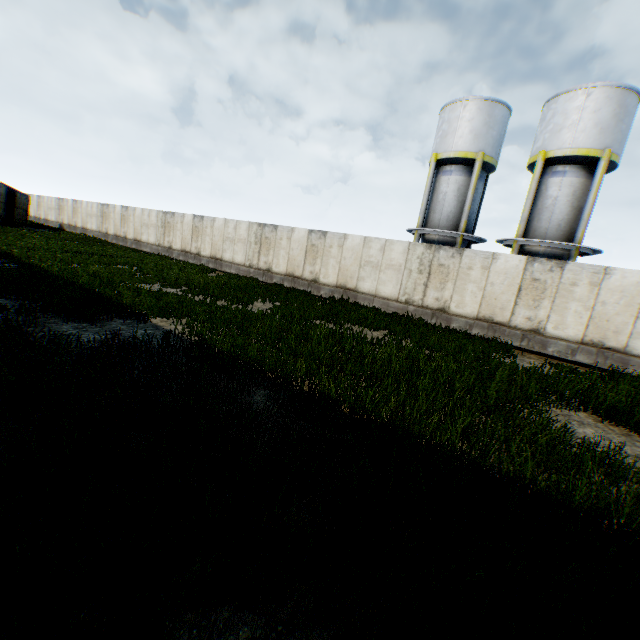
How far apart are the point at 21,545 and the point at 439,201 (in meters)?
22.54

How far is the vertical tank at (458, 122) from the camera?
18.59m

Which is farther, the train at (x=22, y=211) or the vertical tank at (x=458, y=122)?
the train at (x=22, y=211)

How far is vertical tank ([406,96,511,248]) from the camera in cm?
1859

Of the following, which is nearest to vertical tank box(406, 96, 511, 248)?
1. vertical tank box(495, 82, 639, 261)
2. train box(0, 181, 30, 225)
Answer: vertical tank box(495, 82, 639, 261)

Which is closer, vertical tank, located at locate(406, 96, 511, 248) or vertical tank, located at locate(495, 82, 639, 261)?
vertical tank, located at locate(495, 82, 639, 261)
